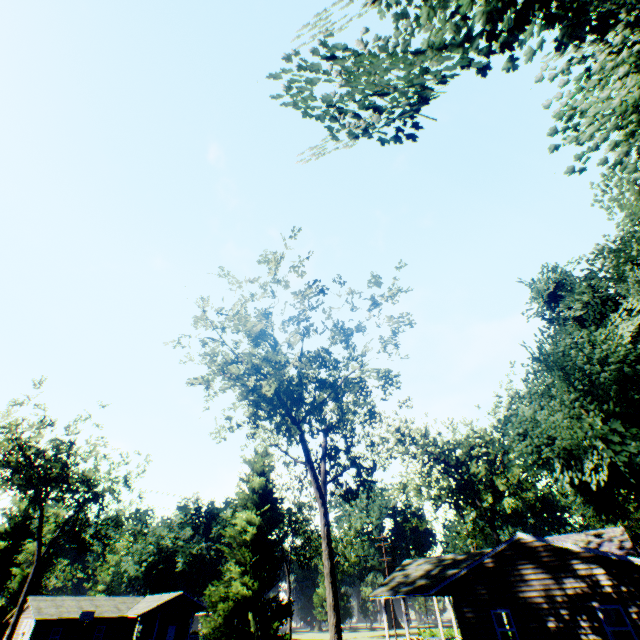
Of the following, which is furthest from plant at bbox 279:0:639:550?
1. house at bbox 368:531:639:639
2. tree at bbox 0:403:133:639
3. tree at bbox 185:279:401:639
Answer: tree at bbox 0:403:133:639

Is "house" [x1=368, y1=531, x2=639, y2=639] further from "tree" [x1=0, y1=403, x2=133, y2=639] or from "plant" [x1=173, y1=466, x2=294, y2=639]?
"tree" [x1=0, y1=403, x2=133, y2=639]

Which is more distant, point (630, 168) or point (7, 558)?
point (7, 558)

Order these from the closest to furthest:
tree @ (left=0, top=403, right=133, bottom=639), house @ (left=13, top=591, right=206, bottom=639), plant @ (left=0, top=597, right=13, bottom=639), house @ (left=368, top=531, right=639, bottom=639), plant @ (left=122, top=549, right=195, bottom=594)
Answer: house @ (left=368, top=531, right=639, bottom=639) → tree @ (left=0, top=403, right=133, bottom=639) → house @ (left=13, top=591, right=206, bottom=639) → plant @ (left=0, top=597, right=13, bottom=639) → plant @ (left=122, top=549, right=195, bottom=594)

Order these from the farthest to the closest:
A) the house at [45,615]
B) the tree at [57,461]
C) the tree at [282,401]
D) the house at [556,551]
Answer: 1. the house at [45,615]
2. the tree at [57,461]
3. the tree at [282,401]
4. the house at [556,551]

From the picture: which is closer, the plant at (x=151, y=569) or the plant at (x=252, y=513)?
the plant at (x=252, y=513)

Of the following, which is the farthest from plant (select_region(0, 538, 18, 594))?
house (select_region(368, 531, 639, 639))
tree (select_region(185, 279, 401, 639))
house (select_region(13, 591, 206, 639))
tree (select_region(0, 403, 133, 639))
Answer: house (select_region(13, 591, 206, 639))
